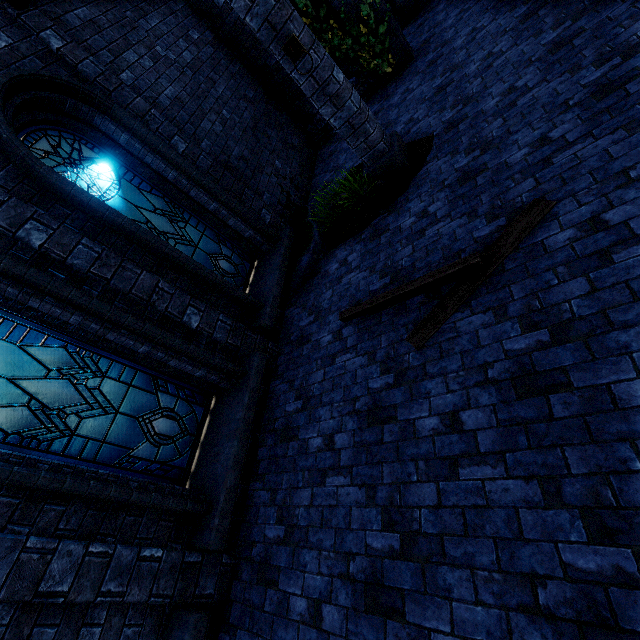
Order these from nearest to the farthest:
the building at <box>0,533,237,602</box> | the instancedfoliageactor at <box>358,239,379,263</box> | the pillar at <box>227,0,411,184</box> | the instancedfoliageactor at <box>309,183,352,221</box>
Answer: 1. the building at <box>0,533,237,602</box>
2. the pillar at <box>227,0,411,184</box>
3. the instancedfoliageactor at <box>358,239,379,263</box>
4. the instancedfoliageactor at <box>309,183,352,221</box>

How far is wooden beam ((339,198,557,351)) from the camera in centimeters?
326cm

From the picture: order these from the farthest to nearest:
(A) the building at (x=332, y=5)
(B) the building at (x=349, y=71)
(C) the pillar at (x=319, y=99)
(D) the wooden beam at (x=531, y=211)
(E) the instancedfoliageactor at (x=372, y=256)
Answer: (B) the building at (x=349, y=71) → (A) the building at (x=332, y=5) → (E) the instancedfoliageactor at (x=372, y=256) → (C) the pillar at (x=319, y=99) → (D) the wooden beam at (x=531, y=211)

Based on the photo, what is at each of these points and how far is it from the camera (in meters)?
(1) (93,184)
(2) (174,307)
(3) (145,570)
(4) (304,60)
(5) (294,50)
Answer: (1) window glass, 4.73
(2) building, 4.47
(3) building, 3.23
(4) pillar, 4.36
(5) chain ring, 4.26

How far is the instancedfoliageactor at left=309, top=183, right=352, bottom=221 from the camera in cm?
554

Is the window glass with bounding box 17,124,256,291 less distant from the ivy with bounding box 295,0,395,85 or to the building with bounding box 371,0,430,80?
the building with bounding box 371,0,430,80

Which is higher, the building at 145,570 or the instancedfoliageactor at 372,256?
the building at 145,570

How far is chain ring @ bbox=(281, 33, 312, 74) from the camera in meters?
4.2 m
